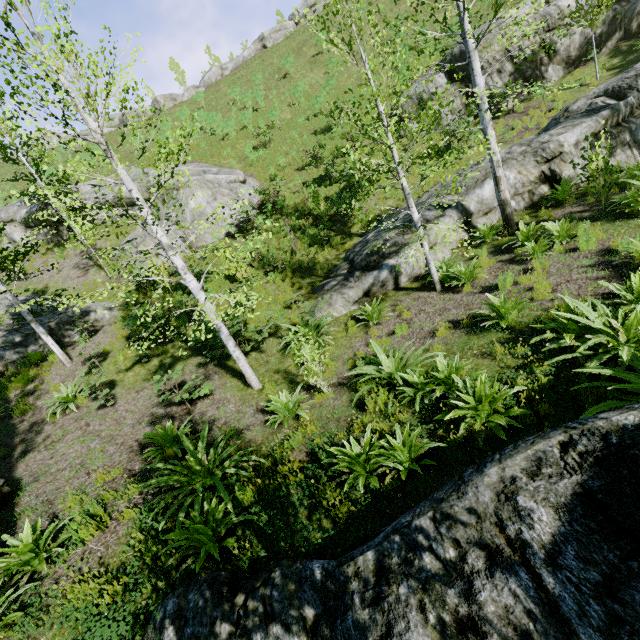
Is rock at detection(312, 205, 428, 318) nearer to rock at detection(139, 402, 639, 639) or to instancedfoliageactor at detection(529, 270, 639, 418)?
instancedfoliageactor at detection(529, 270, 639, 418)

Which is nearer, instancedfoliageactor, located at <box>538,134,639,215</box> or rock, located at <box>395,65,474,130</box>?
instancedfoliageactor, located at <box>538,134,639,215</box>

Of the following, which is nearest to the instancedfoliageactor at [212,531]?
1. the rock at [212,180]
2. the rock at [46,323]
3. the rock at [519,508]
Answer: the rock at [519,508]

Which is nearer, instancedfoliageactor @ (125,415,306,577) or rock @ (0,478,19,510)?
instancedfoliageactor @ (125,415,306,577)

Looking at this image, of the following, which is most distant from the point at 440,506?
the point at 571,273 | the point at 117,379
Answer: the point at 117,379

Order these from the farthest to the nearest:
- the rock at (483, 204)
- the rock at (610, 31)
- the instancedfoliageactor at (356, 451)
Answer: the rock at (610, 31)
the rock at (483, 204)
the instancedfoliageactor at (356, 451)

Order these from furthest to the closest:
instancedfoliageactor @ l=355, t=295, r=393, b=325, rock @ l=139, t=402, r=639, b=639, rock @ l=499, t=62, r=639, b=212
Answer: rock @ l=499, t=62, r=639, b=212 < instancedfoliageactor @ l=355, t=295, r=393, b=325 < rock @ l=139, t=402, r=639, b=639

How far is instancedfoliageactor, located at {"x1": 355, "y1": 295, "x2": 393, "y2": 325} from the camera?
8.84m
